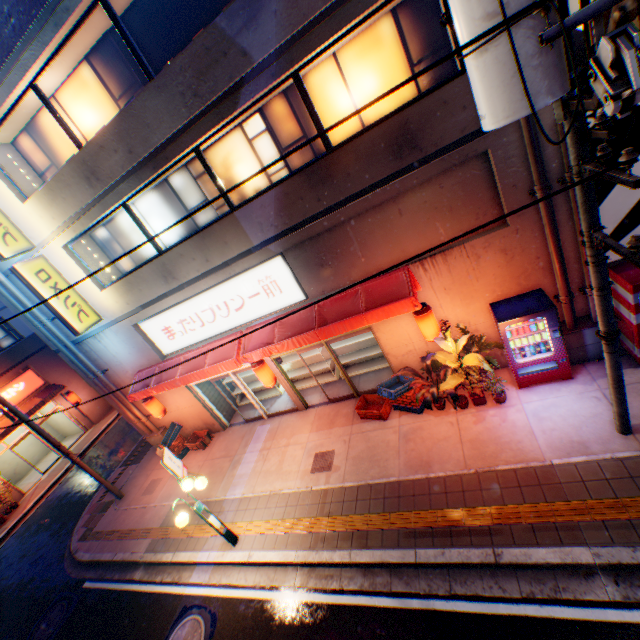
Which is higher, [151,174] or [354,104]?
[151,174]

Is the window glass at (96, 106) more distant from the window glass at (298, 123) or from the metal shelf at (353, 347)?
the metal shelf at (353, 347)

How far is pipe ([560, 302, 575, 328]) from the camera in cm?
706

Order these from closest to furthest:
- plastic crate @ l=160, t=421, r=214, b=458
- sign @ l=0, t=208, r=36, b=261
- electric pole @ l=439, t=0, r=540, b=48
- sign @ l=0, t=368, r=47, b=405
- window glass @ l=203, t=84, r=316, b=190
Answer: electric pole @ l=439, t=0, r=540, b=48 → window glass @ l=203, t=84, r=316, b=190 → sign @ l=0, t=208, r=36, b=261 → plastic crate @ l=160, t=421, r=214, b=458 → sign @ l=0, t=368, r=47, b=405

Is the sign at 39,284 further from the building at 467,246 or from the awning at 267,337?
the awning at 267,337

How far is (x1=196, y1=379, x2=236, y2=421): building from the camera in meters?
12.7 m

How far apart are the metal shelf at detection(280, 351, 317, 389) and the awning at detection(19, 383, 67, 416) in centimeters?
1552cm

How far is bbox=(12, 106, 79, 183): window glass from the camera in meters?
8.8
